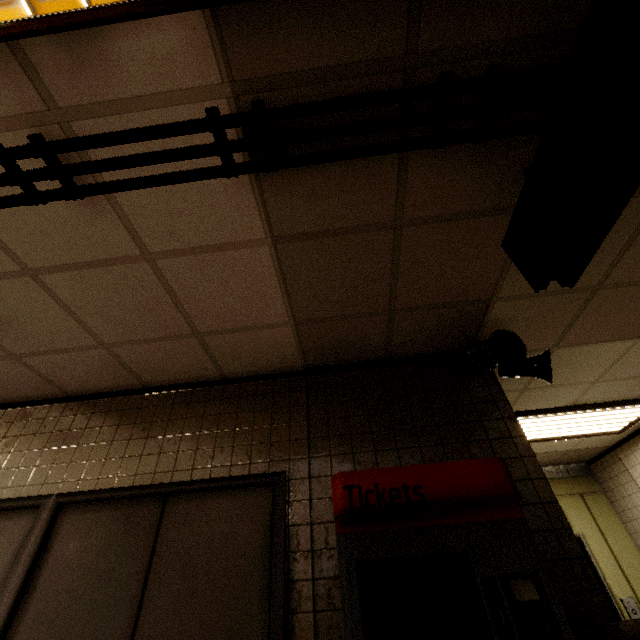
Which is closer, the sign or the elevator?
the sign

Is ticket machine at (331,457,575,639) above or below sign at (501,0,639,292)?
below

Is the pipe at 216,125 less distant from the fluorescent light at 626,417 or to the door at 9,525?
the door at 9,525

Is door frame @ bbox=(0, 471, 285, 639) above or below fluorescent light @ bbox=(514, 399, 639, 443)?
below

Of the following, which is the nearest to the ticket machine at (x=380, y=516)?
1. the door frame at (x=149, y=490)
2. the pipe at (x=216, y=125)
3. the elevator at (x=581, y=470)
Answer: the door frame at (x=149, y=490)

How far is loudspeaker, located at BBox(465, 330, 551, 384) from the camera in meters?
2.4 m

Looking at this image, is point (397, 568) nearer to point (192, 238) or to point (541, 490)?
point (541, 490)

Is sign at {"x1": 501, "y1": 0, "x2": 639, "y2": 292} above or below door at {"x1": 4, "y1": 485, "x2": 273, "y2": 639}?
above
